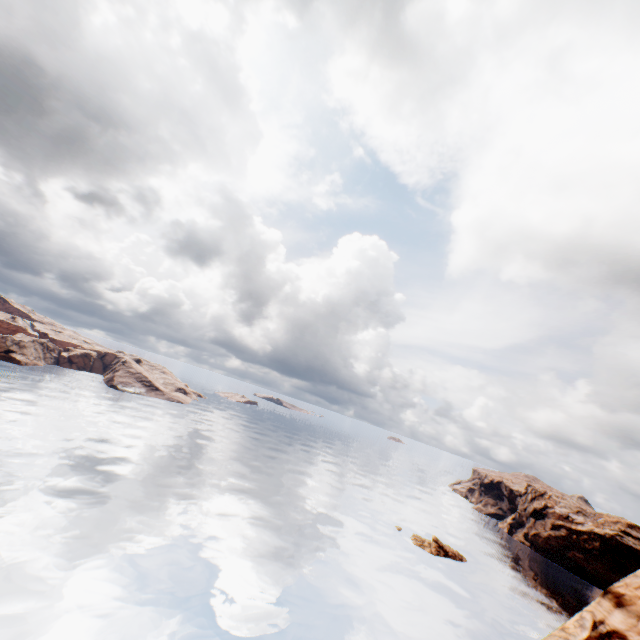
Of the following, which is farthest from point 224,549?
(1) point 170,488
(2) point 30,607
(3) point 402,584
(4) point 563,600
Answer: (4) point 563,600
